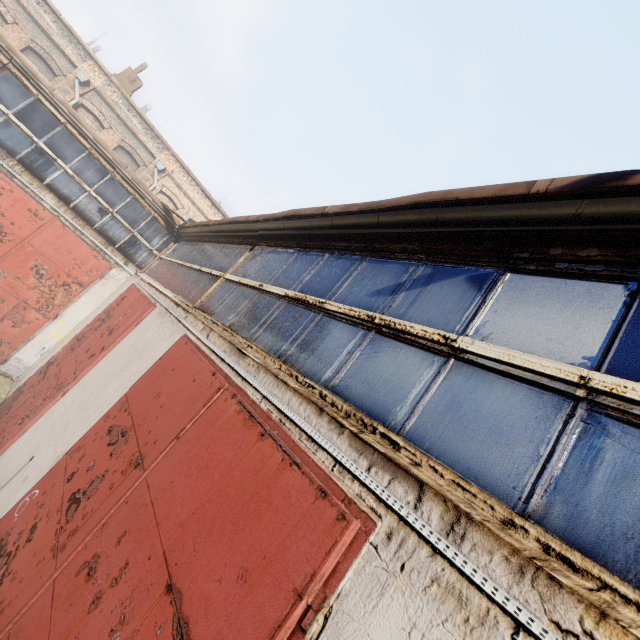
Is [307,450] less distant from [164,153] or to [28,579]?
[28,579]
